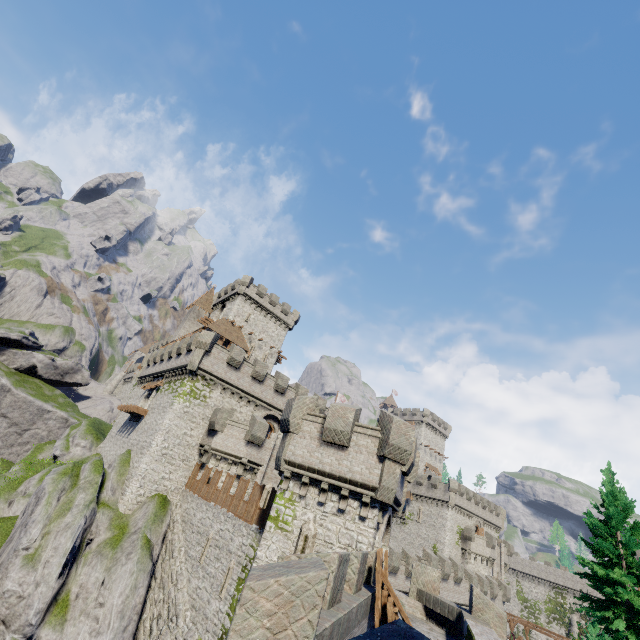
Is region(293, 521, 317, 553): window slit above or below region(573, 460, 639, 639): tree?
below

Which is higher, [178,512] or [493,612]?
[493,612]

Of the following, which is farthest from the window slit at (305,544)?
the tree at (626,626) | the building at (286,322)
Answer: the building at (286,322)

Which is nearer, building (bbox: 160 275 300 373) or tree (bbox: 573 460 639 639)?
tree (bbox: 573 460 639 639)

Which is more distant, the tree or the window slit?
the tree

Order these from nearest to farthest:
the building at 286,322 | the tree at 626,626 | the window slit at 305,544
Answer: the window slit at 305,544
the tree at 626,626
the building at 286,322

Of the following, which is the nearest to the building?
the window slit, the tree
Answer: the window slit
